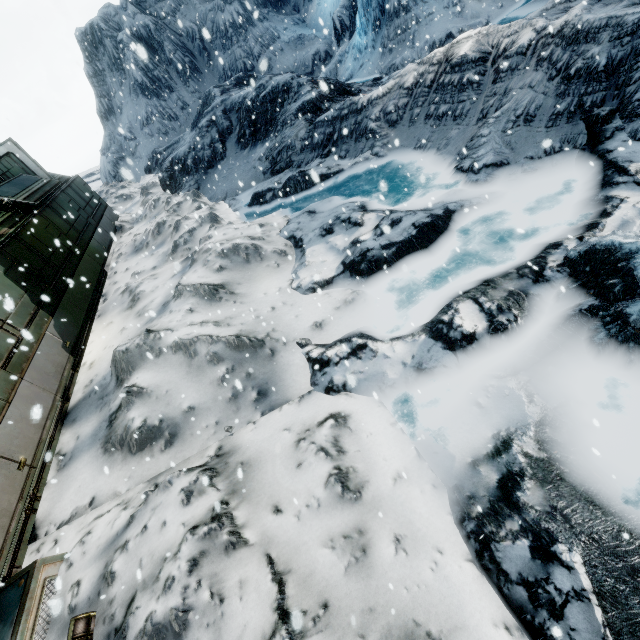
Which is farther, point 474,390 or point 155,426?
point 155,426
